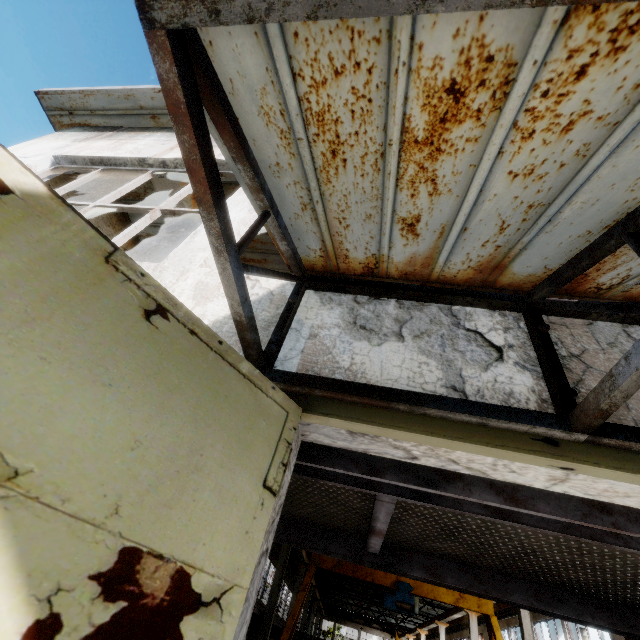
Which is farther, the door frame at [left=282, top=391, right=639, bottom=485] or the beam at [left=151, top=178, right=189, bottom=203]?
the beam at [left=151, top=178, right=189, bottom=203]

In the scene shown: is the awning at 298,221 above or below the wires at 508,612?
below

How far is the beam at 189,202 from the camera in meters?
5.5

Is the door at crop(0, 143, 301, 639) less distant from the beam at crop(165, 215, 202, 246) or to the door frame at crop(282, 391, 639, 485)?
the door frame at crop(282, 391, 639, 485)

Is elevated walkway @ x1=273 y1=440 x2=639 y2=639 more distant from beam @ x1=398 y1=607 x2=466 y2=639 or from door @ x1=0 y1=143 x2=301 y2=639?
beam @ x1=398 y1=607 x2=466 y2=639

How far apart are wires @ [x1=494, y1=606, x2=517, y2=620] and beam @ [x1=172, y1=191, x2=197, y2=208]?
14.83m

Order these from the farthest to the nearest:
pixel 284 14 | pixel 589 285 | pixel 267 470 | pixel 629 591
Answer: pixel 629 591 → pixel 589 285 → pixel 267 470 → pixel 284 14

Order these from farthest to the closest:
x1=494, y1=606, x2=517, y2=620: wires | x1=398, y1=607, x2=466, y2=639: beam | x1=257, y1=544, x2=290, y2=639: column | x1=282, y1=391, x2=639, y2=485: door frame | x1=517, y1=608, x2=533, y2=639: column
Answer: x1=398, y1=607, x2=466, y2=639: beam → x1=494, y1=606, x2=517, y2=620: wires → x1=257, y1=544, x2=290, y2=639: column → x1=517, y1=608, x2=533, y2=639: column → x1=282, y1=391, x2=639, y2=485: door frame
